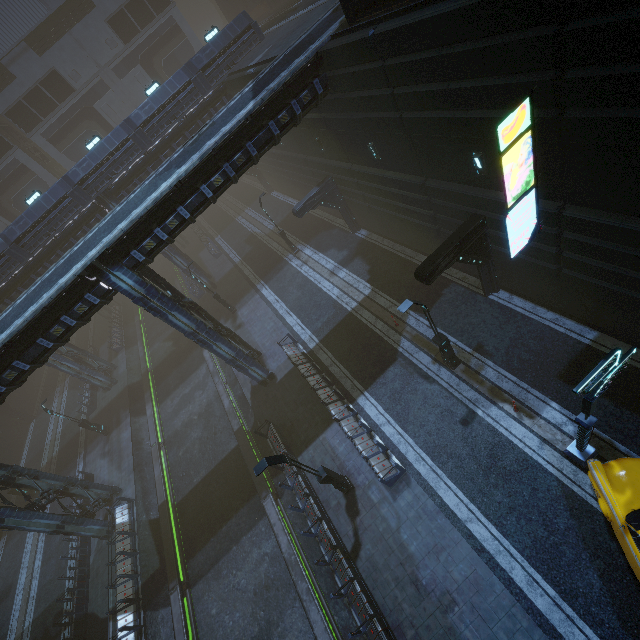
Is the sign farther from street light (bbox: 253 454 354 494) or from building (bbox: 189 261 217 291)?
street light (bbox: 253 454 354 494)

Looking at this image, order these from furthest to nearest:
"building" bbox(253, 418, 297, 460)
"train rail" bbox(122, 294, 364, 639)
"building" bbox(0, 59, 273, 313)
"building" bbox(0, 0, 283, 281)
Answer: "building" bbox(0, 59, 273, 313) → "building" bbox(0, 0, 283, 281) → "building" bbox(253, 418, 297, 460) → "train rail" bbox(122, 294, 364, 639)

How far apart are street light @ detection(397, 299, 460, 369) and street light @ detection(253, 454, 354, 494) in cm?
667

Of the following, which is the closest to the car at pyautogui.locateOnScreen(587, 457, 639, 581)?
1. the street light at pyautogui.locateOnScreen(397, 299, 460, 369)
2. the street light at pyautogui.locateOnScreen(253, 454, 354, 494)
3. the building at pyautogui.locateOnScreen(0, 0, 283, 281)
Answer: the building at pyautogui.locateOnScreen(0, 0, 283, 281)

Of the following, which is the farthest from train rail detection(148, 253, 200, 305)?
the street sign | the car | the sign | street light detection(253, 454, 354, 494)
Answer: the street sign

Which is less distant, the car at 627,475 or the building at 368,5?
the car at 627,475

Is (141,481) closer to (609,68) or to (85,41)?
(609,68)

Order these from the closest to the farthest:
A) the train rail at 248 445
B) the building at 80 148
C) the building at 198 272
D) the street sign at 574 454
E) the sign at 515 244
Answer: the street sign at 574 454, the sign at 515 244, the train rail at 248 445, the building at 80 148, the building at 198 272
